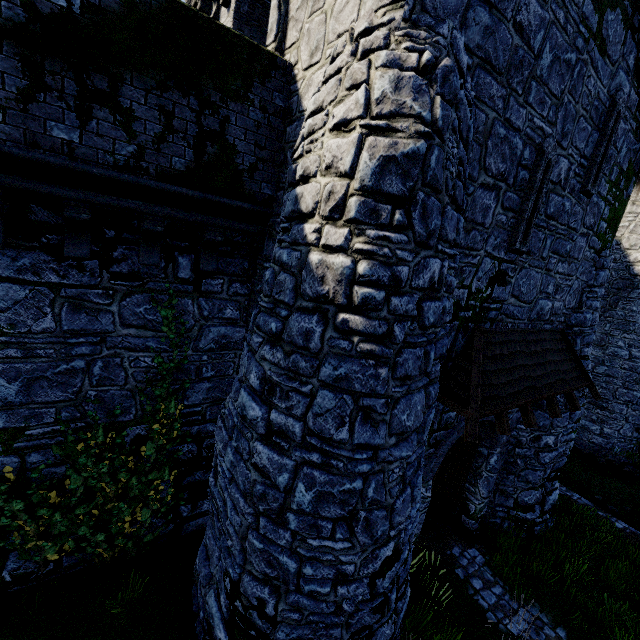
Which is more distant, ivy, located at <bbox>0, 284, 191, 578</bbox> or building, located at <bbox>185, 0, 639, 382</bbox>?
ivy, located at <bbox>0, 284, 191, 578</bbox>

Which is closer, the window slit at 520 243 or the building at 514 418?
the window slit at 520 243

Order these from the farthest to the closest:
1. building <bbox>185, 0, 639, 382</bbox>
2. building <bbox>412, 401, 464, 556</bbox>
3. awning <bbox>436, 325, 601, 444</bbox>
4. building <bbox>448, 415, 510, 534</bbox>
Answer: building <bbox>448, 415, 510, 534</bbox> < building <bbox>412, 401, 464, 556</bbox> < awning <bbox>436, 325, 601, 444</bbox> < building <bbox>185, 0, 639, 382</bbox>

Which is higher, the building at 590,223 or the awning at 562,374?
the building at 590,223

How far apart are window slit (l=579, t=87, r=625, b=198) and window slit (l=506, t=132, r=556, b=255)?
1.6m

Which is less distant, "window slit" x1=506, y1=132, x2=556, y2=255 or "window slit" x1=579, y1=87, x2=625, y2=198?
"window slit" x1=506, y1=132, x2=556, y2=255

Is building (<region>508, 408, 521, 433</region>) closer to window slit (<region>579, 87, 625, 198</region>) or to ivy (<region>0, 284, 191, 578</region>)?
window slit (<region>579, 87, 625, 198</region>)

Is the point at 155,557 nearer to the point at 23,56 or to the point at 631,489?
the point at 23,56
